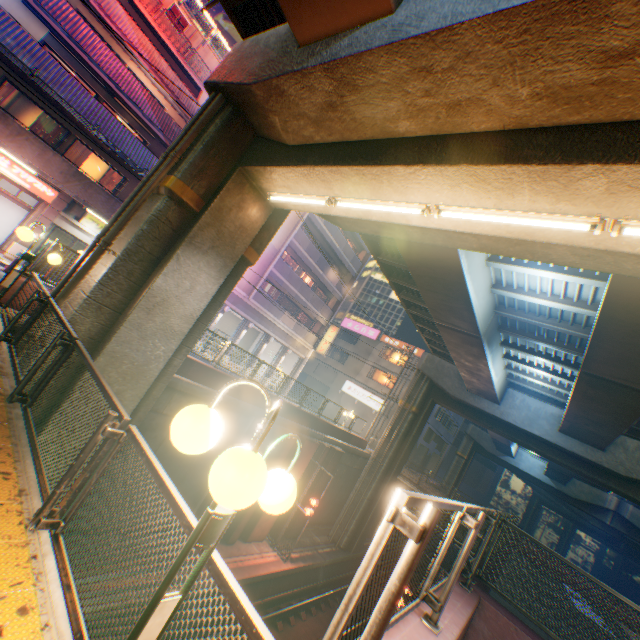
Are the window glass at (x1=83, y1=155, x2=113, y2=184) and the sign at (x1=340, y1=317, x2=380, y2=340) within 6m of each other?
no

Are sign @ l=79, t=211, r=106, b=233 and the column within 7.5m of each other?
yes

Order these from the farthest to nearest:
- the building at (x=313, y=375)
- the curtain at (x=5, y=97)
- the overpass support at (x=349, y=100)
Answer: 1. the building at (x=313, y=375)
2. the curtain at (x=5, y=97)
3. the overpass support at (x=349, y=100)

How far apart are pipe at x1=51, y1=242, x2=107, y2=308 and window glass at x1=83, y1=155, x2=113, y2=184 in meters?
13.5

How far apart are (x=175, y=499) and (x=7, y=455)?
2.60m

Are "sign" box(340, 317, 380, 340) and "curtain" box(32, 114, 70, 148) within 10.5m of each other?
no

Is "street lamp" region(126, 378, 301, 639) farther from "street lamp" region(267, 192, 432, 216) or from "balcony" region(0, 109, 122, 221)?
"balcony" region(0, 109, 122, 221)

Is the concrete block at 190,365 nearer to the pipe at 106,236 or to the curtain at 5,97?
the pipe at 106,236
